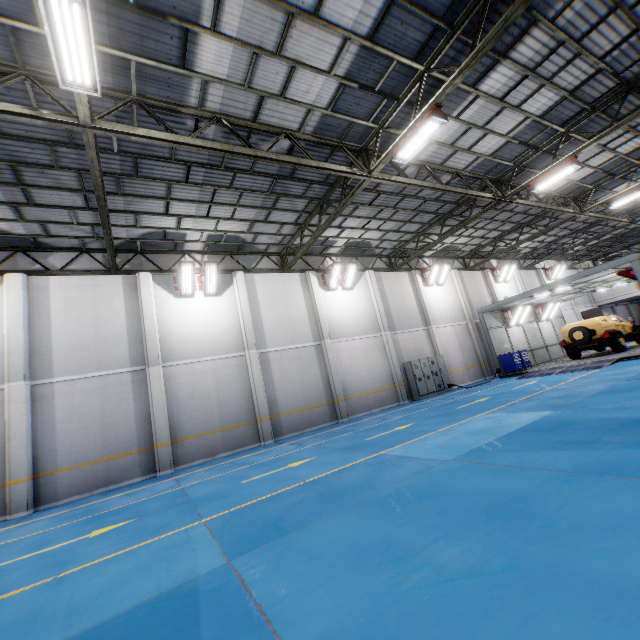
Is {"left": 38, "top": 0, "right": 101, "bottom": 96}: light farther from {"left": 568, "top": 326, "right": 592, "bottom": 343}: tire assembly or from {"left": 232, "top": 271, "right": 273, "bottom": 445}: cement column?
{"left": 568, "top": 326, "right": 592, "bottom": 343}: tire assembly

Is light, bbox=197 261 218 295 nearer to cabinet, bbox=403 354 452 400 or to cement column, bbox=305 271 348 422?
cement column, bbox=305 271 348 422

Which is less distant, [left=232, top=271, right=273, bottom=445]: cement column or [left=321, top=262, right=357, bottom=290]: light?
→ [left=232, top=271, right=273, bottom=445]: cement column

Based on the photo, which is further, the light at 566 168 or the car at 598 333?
the car at 598 333

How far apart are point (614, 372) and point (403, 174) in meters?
10.7 m

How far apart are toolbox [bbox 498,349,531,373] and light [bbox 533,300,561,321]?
4.70m

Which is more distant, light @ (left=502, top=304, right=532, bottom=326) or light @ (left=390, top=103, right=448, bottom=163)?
light @ (left=502, top=304, right=532, bottom=326)

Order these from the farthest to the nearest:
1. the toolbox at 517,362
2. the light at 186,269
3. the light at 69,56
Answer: the toolbox at 517,362 < the light at 186,269 < the light at 69,56
